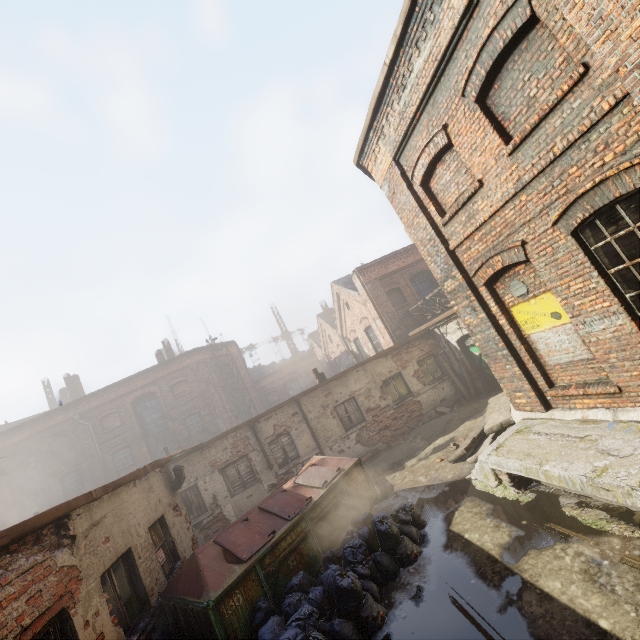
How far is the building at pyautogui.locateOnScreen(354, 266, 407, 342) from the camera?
17.12m

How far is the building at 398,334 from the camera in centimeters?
1712cm

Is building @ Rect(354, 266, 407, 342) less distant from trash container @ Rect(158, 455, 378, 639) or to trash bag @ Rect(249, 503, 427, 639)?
trash container @ Rect(158, 455, 378, 639)

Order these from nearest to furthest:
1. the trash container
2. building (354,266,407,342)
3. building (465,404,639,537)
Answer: building (465,404,639,537)
the trash container
building (354,266,407,342)

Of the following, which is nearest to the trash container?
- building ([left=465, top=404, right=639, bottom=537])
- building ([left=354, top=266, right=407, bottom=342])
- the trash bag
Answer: the trash bag

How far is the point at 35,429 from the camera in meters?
22.4

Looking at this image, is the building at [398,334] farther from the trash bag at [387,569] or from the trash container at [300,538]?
the trash bag at [387,569]

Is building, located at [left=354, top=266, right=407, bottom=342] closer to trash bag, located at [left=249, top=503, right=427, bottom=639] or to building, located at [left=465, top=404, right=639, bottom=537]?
building, located at [left=465, top=404, right=639, bottom=537]
